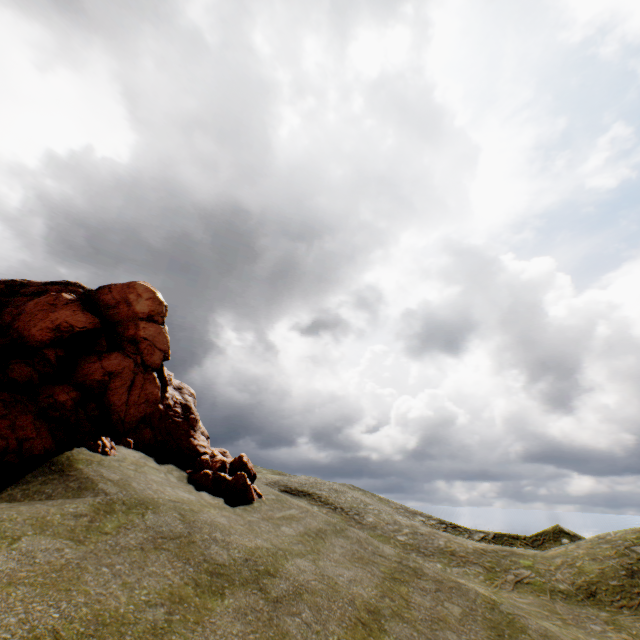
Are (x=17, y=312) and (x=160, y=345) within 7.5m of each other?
yes
